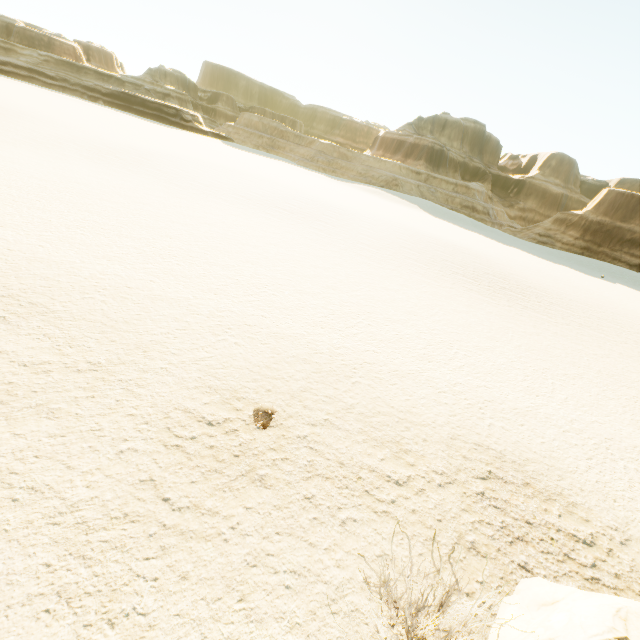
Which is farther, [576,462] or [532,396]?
[532,396]
